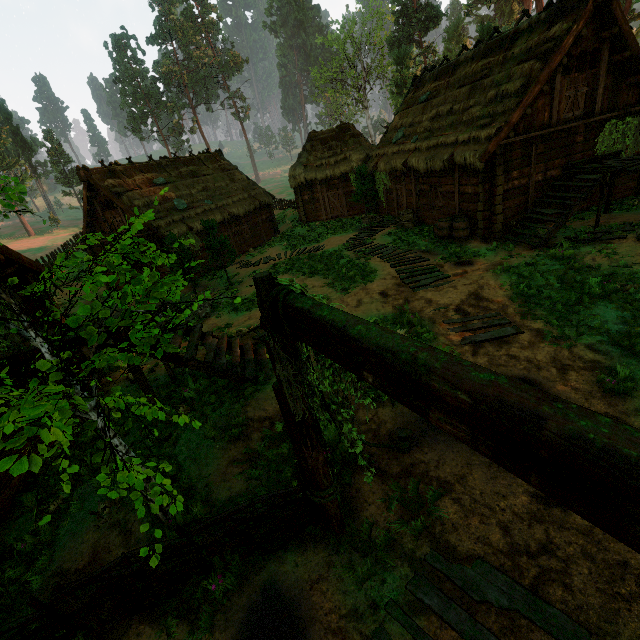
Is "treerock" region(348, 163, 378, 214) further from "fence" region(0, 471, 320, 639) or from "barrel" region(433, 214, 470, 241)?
"barrel" region(433, 214, 470, 241)

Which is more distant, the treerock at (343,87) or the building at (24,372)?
the treerock at (343,87)

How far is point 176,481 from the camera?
5.64m

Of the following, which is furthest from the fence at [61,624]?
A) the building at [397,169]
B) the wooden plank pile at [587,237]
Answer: the wooden plank pile at [587,237]

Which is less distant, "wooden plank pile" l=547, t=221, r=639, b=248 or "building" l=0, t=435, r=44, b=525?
"building" l=0, t=435, r=44, b=525

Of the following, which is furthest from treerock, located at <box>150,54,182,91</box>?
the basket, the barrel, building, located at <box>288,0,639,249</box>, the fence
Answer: the barrel

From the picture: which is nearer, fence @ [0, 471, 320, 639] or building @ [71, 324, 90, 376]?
fence @ [0, 471, 320, 639]

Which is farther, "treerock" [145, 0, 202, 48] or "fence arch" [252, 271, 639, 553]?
"treerock" [145, 0, 202, 48]
